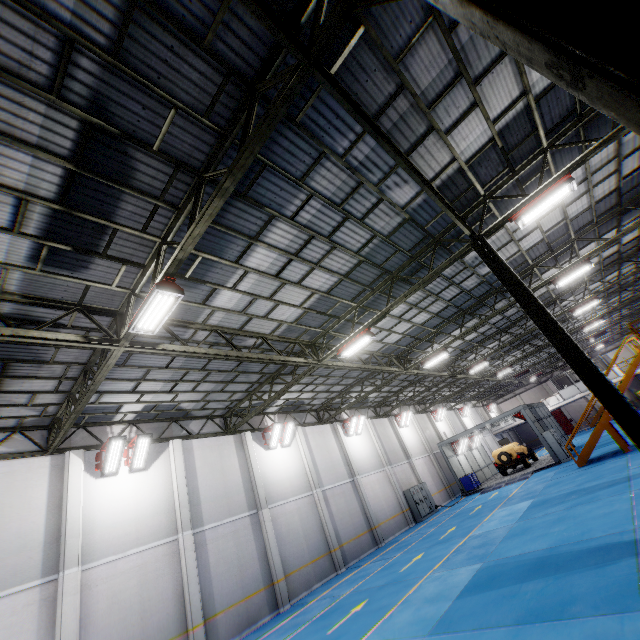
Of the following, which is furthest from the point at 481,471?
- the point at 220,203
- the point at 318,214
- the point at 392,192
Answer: the point at 220,203

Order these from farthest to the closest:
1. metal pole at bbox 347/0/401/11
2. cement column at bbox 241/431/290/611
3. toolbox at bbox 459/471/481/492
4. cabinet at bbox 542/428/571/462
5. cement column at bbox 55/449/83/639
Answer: toolbox at bbox 459/471/481/492 → cabinet at bbox 542/428/571/462 → cement column at bbox 241/431/290/611 → cement column at bbox 55/449/83/639 → metal pole at bbox 347/0/401/11

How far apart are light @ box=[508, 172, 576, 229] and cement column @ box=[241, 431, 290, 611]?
15.8m

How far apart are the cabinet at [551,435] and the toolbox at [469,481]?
6.67m

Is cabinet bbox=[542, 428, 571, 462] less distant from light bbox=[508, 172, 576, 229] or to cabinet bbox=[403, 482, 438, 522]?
cabinet bbox=[403, 482, 438, 522]

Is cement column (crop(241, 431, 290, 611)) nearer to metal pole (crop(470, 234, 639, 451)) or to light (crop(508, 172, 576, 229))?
metal pole (crop(470, 234, 639, 451))

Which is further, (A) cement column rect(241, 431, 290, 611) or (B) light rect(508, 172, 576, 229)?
(A) cement column rect(241, 431, 290, 611)

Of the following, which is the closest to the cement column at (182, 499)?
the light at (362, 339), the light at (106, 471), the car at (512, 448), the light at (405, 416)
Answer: the light at (106, 471)
